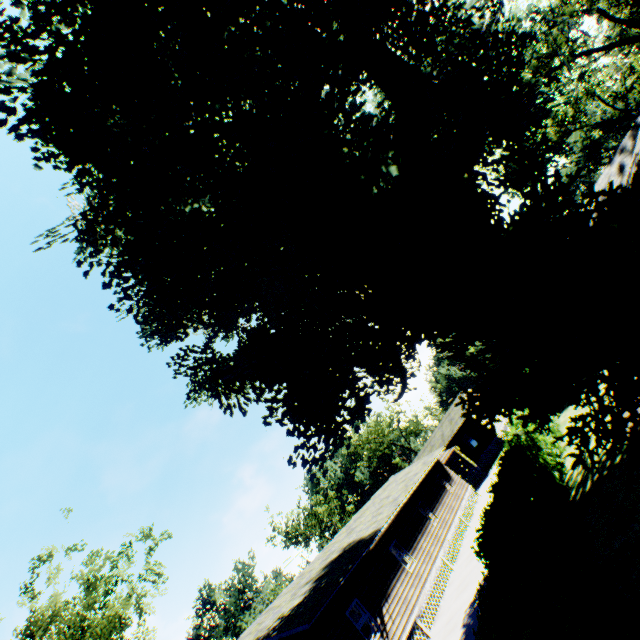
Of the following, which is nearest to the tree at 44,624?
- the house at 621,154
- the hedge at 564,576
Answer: the hedge at 564,576

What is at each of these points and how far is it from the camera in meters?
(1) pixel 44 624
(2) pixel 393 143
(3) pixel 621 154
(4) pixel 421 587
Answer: (1) tree, 16.4 m
(2) plant, 12.0 m
(3) house, 25.0 m
(4) house, 17.7 m

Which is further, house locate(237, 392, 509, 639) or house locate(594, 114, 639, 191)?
house locate(237, 392, 509, 639)

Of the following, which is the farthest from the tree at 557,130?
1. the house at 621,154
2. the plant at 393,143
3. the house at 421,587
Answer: the house at 421,587

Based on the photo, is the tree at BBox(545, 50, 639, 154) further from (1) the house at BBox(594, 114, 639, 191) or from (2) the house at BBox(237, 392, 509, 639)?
(2) the house at BBox(237, 392, 509, 639)

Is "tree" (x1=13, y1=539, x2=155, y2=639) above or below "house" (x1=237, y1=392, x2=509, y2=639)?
above

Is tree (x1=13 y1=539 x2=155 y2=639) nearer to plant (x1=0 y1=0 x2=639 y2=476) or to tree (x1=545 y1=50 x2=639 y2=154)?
plant (x1=0 y1=0 x2=639 y2=476)

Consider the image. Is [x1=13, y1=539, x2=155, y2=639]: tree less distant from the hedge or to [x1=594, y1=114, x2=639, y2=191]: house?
the hedge
